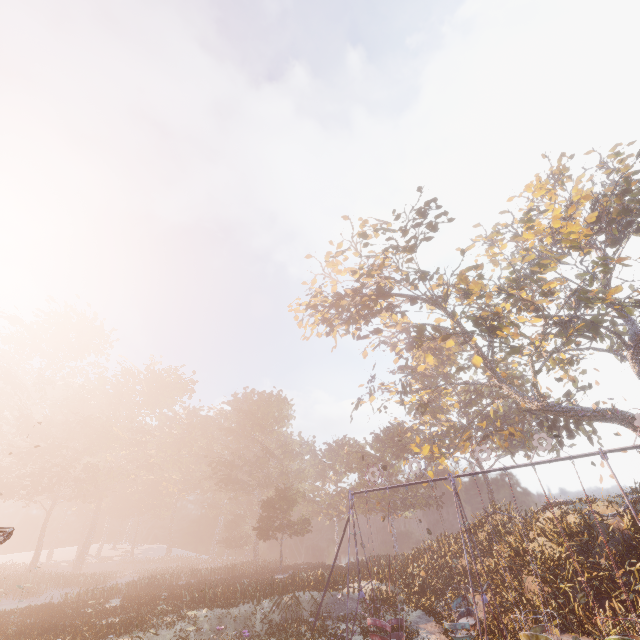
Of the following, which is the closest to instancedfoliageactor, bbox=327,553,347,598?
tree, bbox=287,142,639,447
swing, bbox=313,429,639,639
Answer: swing, bbox=313,429,639,639

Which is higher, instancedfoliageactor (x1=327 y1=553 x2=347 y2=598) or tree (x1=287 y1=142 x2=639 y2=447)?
tree (x1=287 y1=142 x2=639 y2=447)

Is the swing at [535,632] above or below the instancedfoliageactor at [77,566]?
below

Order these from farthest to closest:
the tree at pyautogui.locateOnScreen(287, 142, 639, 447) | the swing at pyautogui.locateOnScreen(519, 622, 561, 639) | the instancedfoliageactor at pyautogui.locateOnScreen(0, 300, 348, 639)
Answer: the tree at pyautogui.locateOnScreen(287, 142, 639, 447) < the instancedfoliageactor at pyautogui.locateOnScreen(0, 300, 348, 639) < the swing at pyautogui.locateOnScreen(519, 622, 561, 639)

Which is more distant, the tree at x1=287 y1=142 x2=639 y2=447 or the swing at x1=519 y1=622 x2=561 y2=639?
the tree at x1=287 y1=142 x2=639 y2=447

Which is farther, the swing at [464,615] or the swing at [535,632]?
the swing at [464,615]

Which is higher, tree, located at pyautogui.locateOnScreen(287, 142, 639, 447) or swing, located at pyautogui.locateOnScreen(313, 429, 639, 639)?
tree, located at pyautogui.locateOnScreen(287, 142, 639, 447)

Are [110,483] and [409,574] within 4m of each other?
no
